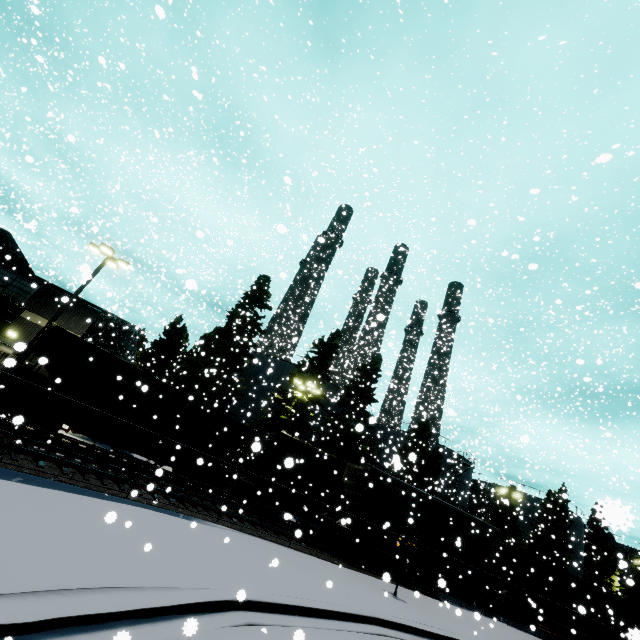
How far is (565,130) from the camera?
14.1 meters

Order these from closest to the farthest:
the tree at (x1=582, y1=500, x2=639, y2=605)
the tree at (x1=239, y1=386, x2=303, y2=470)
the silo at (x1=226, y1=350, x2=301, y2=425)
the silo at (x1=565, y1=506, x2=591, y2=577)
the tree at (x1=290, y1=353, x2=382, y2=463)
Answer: the tree at (x1=582, y1=500, x2=639, y2=605)
the tree at (x1=239, y1=386, x2=303, y2=470)
the tree at (x1=290, y1=353, x2=382, y2=463)
the silo at (x1=226, y1=350, x2=301, y2=425)
the silo at (x1=565, y1=506, x2=591, y2=577)

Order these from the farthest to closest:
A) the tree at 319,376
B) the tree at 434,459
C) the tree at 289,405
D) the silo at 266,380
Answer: the tree at 434,459
the silo at 266,380
the tree at 319,376
the tree at 289,405

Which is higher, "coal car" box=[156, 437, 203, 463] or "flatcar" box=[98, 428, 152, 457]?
"coal car" box=[156, 437, 203, 463]

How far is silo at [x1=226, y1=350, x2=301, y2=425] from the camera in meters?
32.6 m

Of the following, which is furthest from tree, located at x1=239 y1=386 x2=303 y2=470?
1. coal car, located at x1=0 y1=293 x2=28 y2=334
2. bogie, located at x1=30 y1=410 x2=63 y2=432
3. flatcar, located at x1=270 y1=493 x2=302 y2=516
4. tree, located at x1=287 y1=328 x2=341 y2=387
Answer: bogie, located at x1=30 y1=410 x2=63 y2=432

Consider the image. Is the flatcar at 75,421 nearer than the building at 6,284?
Yes

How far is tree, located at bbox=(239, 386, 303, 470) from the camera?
25.4m
